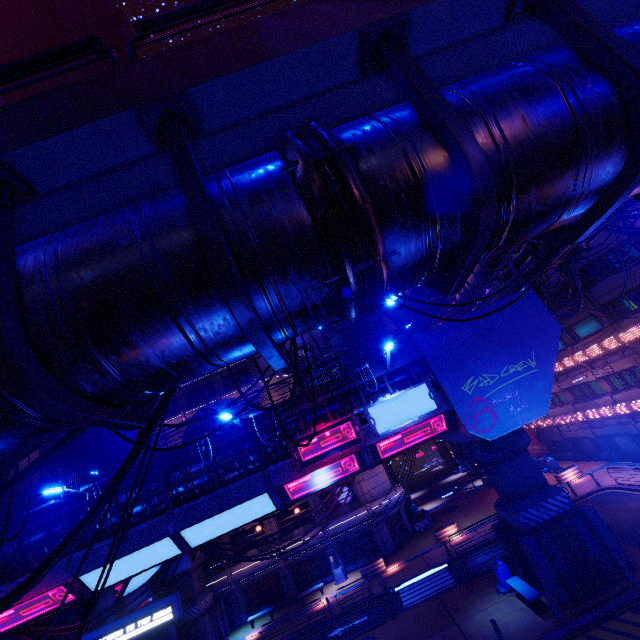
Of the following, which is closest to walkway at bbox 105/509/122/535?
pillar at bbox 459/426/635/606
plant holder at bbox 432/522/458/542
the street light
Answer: pillar at bbox 459/426/635/606

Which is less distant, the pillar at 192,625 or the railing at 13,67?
the railing at 13,67

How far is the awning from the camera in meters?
32.1

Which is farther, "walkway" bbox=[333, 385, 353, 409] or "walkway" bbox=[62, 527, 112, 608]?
"walkway" bbox=[333, 385, 353, 409]

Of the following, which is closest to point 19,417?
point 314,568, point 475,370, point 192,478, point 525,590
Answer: point 192,478

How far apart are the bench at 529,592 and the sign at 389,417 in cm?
904

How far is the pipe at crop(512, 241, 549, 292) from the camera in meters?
18.0

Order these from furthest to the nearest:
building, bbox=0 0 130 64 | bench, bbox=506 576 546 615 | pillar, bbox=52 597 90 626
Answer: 1. building, bbox=0 0 130 64
2. pillar, bbox=52 597 90 626
3. bench, bbox=506 576 546 615
